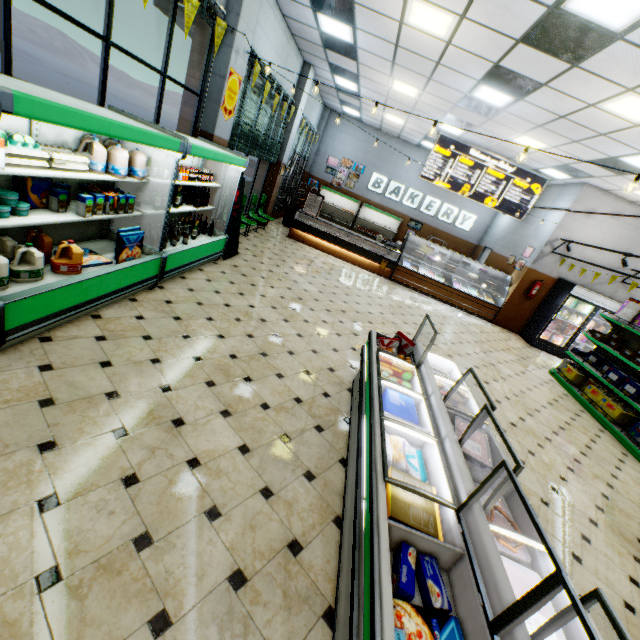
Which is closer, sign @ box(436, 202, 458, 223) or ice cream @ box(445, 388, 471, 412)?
ice cream @ box(445, 388, 471, 412)

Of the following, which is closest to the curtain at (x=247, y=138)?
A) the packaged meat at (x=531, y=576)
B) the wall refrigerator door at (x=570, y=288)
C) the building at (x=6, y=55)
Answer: the building at (x=6, y=55)

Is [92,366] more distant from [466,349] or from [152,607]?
[466,349]

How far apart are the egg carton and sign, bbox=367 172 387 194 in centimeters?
1377cm

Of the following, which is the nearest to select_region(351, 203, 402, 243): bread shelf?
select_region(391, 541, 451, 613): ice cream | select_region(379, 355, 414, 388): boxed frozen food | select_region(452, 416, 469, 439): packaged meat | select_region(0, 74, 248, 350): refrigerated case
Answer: select_region(0, 74, 248, 350): refrigerated case

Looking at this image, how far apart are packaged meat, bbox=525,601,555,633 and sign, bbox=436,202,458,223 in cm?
1483

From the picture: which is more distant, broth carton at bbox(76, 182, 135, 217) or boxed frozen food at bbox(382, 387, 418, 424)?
broth carton at bbox(76, 182, 135, 217)

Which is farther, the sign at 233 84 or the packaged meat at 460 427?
the sign at 233 84
